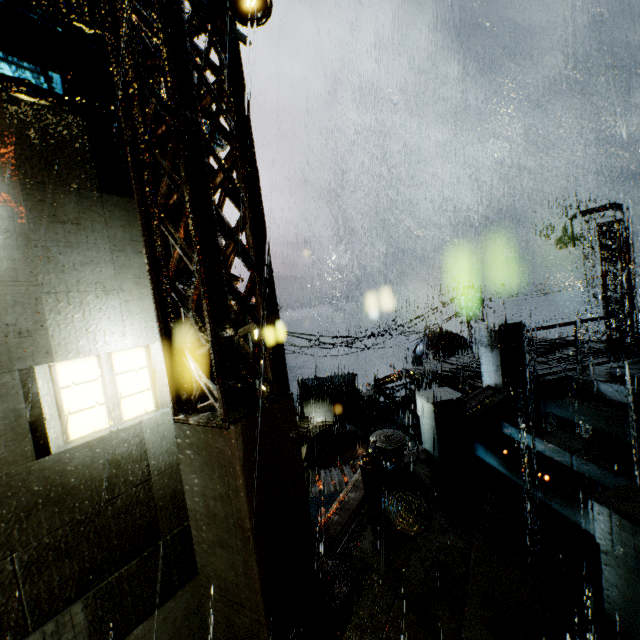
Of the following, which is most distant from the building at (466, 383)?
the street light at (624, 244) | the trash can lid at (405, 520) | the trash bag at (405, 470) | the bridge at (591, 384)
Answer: the trash can lid at (405, 520)

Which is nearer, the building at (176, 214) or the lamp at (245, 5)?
the lamp at (245, 5)

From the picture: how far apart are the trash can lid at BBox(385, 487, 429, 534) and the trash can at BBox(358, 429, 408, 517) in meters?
0.0

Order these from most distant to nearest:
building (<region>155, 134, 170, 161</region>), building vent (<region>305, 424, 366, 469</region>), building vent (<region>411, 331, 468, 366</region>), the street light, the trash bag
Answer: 1. building vent (<region>305, 424, 366, 469</region>)
2. building vent (<region>411, 331, 468, 366</region>)
3. the street light
4. the trash bag
5. building (<region>155, 134, 170, 161</region>)

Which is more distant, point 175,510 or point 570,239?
point 570,239

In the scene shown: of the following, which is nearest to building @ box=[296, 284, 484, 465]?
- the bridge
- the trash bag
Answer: the bridge

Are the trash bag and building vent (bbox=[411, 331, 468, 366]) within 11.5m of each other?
no

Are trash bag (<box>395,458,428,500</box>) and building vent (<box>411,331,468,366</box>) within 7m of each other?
no
